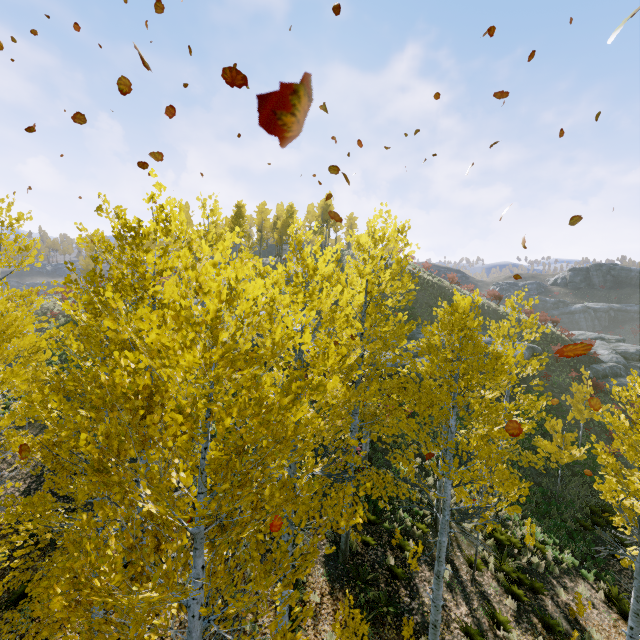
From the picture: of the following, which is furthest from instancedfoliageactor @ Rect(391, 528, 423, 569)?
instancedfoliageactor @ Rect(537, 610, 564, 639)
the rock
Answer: the rock

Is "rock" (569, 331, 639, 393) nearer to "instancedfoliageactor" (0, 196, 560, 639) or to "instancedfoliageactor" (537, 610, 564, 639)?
"instancedfoliageactor" (0, 196, 560, 639)

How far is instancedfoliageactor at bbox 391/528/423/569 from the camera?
10.1 meters

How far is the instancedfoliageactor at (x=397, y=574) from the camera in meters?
9.9 m

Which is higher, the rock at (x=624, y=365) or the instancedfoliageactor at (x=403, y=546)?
the rock at (x=624, y=365)

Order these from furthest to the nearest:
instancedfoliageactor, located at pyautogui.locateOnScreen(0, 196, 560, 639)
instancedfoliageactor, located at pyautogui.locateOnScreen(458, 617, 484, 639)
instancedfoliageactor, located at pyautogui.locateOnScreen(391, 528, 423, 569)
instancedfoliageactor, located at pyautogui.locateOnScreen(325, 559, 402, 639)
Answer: instancedfoliageactor, located at pyautogui.locateOnScreen(391, 528, 423, 569)
instancedfoliageactor, located at pyautogui.locateOnScreen(458, 617, 484, 639)
instancedfoliageactor, located at pyautogui.locateOnScreen(325, 559, 402, 639)
instancedfoliageactor, located at pyautogui.locateOnScreen(0, 196, 560, 639)

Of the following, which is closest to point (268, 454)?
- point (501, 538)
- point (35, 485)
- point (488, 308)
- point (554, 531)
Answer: point (501, 538)

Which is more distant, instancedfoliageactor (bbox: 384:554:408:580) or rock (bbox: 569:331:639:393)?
rock (bbox: 569:331:639:393)
